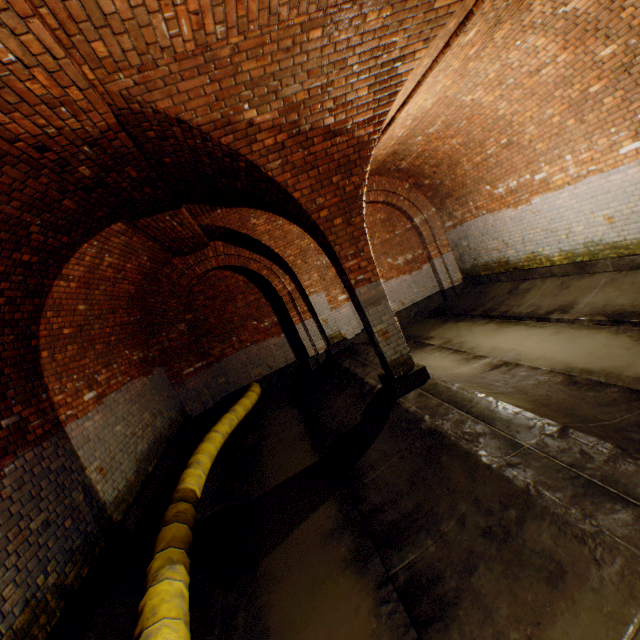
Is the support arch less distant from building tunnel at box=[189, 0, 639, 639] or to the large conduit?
building tunnel at box=[189, 0, 639, 639]

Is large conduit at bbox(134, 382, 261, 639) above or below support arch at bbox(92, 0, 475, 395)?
below

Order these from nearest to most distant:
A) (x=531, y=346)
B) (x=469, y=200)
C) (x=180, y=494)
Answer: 1. (x=180, y=494)
2. (x=531, y=346)
3. (x=469, y=200)

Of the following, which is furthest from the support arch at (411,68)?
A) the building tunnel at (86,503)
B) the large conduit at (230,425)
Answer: the large conduit at (230,425)

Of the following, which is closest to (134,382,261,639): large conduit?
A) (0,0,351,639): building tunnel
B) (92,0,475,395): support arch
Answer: (0,0,351,639): building tunnel

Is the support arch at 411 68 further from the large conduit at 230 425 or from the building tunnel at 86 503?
the large conduit at 230 425
